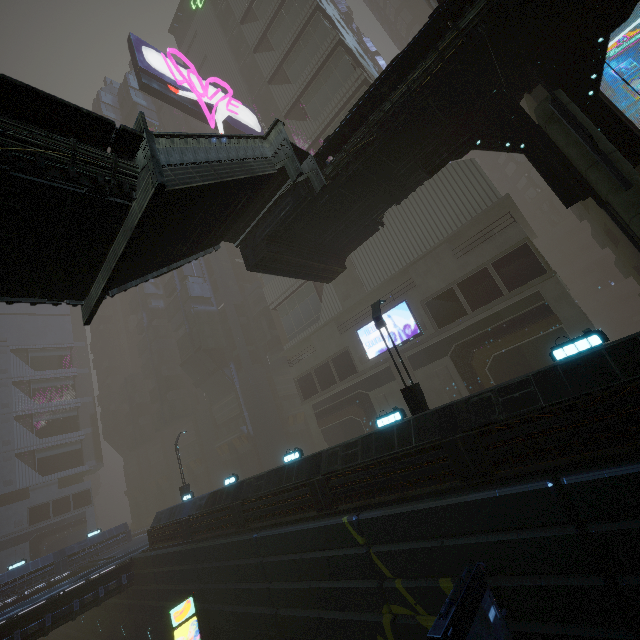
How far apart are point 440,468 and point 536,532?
2.5 meters

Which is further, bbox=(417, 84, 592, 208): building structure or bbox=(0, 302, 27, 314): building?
bbox=(0, 302, 27, 314): building

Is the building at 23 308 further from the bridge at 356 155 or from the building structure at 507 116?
the bridge at 356 155

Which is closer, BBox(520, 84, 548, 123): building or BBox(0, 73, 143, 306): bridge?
BBox(0, 73, 143, 306): bridge

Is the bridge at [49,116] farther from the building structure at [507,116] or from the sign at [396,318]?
the sign at [396,318]

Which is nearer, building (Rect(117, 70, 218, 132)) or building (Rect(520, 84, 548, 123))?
building (Rect(520, 84, 548, 123))

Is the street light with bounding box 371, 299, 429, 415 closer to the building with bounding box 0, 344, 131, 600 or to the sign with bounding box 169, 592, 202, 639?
the building with bounding box 0, 344, 131, 600

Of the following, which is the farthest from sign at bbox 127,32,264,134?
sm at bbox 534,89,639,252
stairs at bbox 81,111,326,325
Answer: stairs at bbox 81,111,326,325
